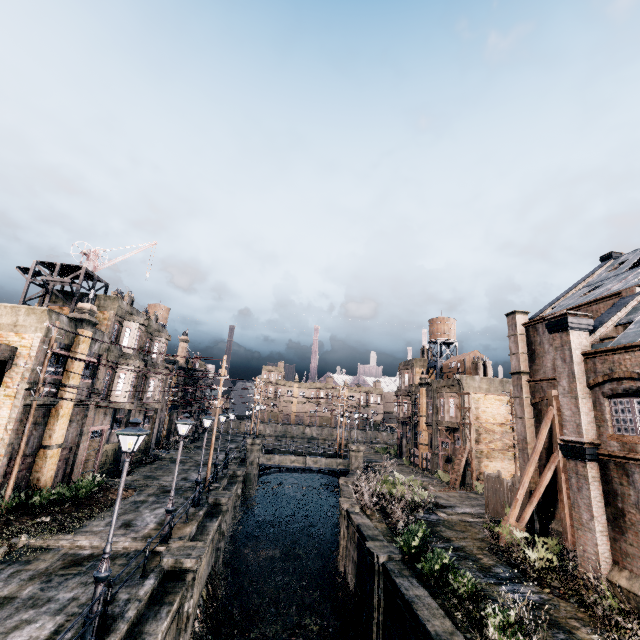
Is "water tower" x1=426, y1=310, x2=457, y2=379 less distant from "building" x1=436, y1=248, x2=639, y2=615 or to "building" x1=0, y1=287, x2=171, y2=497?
"building" x1=436, y1=248, x2=639, y2=615

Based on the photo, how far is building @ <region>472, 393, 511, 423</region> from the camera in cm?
3700

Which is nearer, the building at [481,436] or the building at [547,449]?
the building at [547,449]

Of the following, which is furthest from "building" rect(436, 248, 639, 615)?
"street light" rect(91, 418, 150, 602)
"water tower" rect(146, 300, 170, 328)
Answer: "water tower" rect(146, 300, 170, 328)

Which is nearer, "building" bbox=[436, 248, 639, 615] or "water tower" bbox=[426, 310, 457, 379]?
"building" bbox=[436, 248, 639, 615]

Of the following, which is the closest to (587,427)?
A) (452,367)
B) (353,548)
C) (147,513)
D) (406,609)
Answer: (406,609)

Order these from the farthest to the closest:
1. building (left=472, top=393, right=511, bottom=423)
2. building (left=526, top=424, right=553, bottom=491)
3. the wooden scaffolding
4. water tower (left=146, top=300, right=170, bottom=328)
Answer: water tower (left=146, top=300, right=170, bottom=328) → building (left=472, top=393, right=511, bottom=423) → the wooden scaffolding → building (left=526, top=424, right=553, bottom=491)

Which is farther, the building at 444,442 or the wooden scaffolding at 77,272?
the building at 444,442
